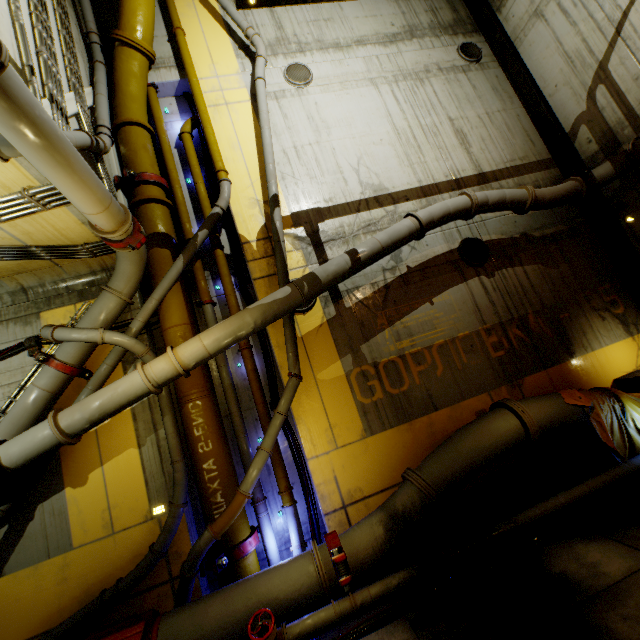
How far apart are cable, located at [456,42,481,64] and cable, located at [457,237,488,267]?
6.17m

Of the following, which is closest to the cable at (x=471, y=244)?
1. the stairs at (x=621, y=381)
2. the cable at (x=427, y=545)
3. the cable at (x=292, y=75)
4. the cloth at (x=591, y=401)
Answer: the cloth at (x=591, y=401)

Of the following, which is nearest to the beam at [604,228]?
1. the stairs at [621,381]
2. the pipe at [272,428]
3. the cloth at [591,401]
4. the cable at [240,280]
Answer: the stairs at [621,381]

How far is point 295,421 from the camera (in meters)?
6.61

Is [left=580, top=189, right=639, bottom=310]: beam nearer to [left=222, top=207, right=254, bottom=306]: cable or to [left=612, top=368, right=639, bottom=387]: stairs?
[left=612, top=368, right=639, bottom=387]: stairs

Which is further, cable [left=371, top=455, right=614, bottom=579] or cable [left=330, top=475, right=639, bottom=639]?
cable [left=371, top=455, right=614, bottom=579]

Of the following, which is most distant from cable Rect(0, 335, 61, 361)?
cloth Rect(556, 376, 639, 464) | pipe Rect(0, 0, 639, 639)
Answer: cloth Rect(556, 376, 639, 464)

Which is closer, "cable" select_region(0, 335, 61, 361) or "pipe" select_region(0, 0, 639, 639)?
"pipe" select_region(0, 0, 639, 639)
